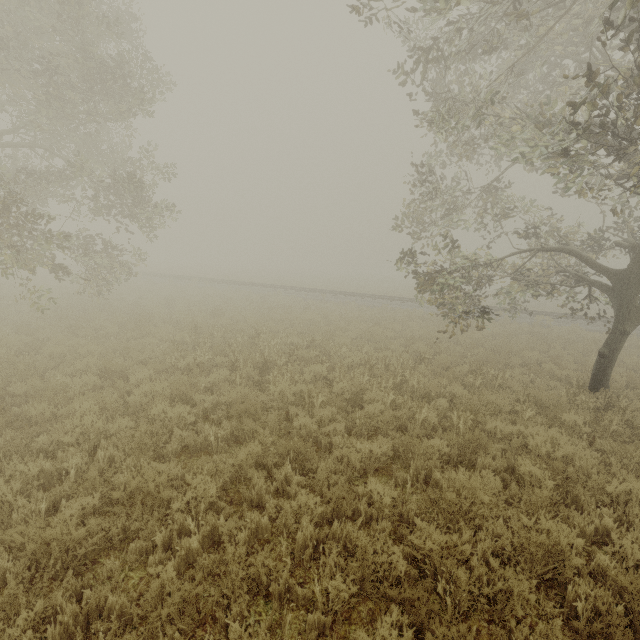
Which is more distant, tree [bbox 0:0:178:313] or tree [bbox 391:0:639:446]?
tree [bbox 0:0:178:313]

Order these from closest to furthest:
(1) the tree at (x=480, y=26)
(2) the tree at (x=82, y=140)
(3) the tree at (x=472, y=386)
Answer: (1) the tree at (x=480, y=26), (3) the tree at (x=472, y=386), (2) the tree at (x=82, y=140)

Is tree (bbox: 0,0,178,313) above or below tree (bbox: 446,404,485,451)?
above

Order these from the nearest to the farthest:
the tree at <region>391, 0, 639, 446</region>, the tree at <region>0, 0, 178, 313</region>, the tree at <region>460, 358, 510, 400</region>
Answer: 1. the tree at <region>391, 0, 639, 446</region>
2. the tree at <region>460, 358, 510, 400</region>
3. the tree at <region>0, 0, 178, 313</region>

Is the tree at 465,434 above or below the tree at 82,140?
below

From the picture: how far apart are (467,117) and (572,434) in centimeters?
809cm
